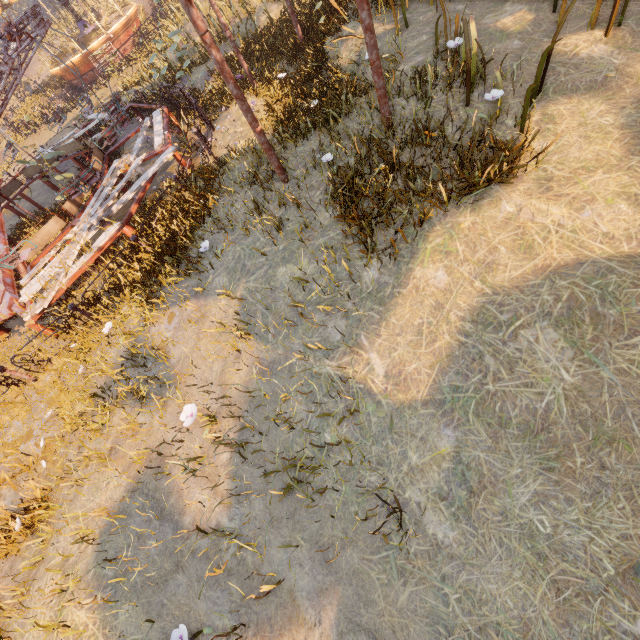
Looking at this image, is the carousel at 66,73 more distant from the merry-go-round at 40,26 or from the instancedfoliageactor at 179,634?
the instancedfoliageactor at 179,634

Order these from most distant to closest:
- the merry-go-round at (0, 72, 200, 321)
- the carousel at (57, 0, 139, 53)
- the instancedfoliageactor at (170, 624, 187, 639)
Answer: the carousel at (57, 0, 139, 53), the merry-go-round at (0, 72, 200, 321), the instancedfoliageactor at (170, 624, 187, 639)

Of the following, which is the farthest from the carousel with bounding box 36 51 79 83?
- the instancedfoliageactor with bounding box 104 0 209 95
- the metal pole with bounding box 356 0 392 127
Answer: the metal pole with bounding box 356 0 392 127

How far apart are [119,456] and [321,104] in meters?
9.7 m

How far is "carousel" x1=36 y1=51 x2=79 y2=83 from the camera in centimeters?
2160cm

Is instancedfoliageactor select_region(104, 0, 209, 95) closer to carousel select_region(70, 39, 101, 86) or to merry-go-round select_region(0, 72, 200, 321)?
merry-go-round select_region(0, 72, 200, 321)

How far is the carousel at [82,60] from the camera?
20.91m
